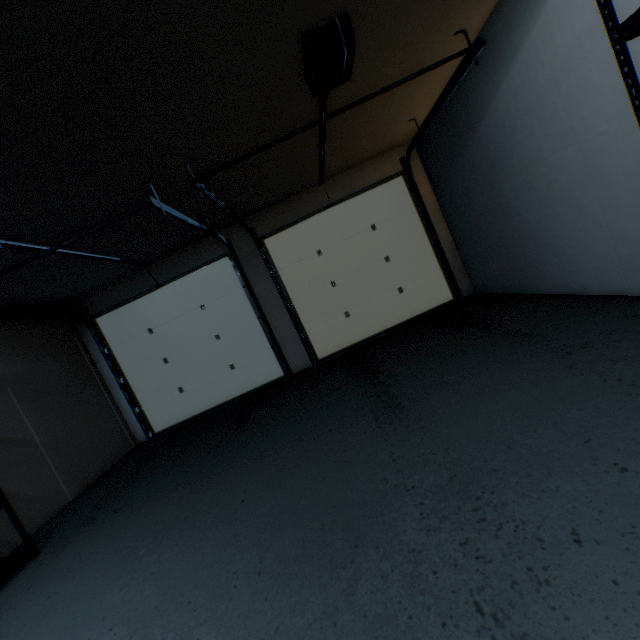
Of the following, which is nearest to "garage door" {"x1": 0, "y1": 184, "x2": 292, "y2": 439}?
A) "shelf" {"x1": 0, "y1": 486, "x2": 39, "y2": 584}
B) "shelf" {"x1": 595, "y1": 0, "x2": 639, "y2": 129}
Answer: "shelf" {"x1": 0, "y1": 486, "x2": 39, "y2": 584}

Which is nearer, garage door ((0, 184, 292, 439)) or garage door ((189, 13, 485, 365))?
garage door ((189, 13, 485, 365))

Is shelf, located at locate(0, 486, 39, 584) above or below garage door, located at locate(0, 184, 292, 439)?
below

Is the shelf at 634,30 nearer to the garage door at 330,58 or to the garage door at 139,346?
the garage door at 330,58

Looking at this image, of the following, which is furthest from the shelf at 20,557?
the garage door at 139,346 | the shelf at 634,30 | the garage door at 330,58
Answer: the shelf at 634,30

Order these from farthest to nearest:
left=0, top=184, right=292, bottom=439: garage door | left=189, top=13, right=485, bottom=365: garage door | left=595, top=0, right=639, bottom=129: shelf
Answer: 1. left=0, top=184, right=292, bottom=439: garage door
2. left=189, top=13, right=485, bottom=365: garage door
3. left=595, top=0, right=639, bottom=129: shelf

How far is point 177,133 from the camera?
2.29m

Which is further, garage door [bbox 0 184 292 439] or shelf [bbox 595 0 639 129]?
garage door [bbox 0 184 292 439]
